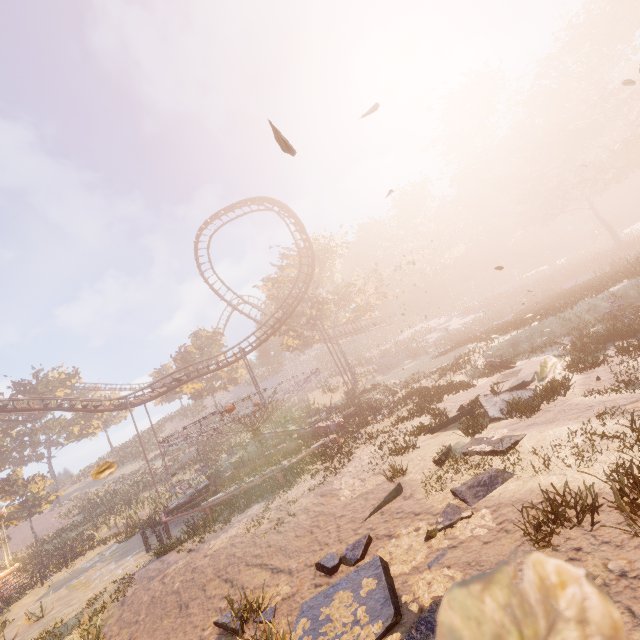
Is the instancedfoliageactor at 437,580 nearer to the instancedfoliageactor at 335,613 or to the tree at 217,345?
the instancedfoliageactor at 335,613

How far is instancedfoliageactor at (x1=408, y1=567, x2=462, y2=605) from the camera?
4.4 meters

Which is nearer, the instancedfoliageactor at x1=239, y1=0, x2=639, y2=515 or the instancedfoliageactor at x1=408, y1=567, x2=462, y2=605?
the instancedfoliageactor at x1=408, y1=567, x2=462, y2=605

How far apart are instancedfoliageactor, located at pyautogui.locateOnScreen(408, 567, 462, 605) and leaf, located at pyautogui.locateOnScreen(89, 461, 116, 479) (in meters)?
4.57

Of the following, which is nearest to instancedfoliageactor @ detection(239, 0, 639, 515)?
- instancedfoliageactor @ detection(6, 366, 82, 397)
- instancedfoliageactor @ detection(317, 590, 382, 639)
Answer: instancedfoliageactor @ detection(317, 590, 382, 639)

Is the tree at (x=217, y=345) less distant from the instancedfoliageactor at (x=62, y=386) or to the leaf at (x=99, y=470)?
the instancedfoliageactor at (x=62, y=386)

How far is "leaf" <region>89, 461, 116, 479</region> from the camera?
3.5 meters

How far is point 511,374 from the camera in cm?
1441
